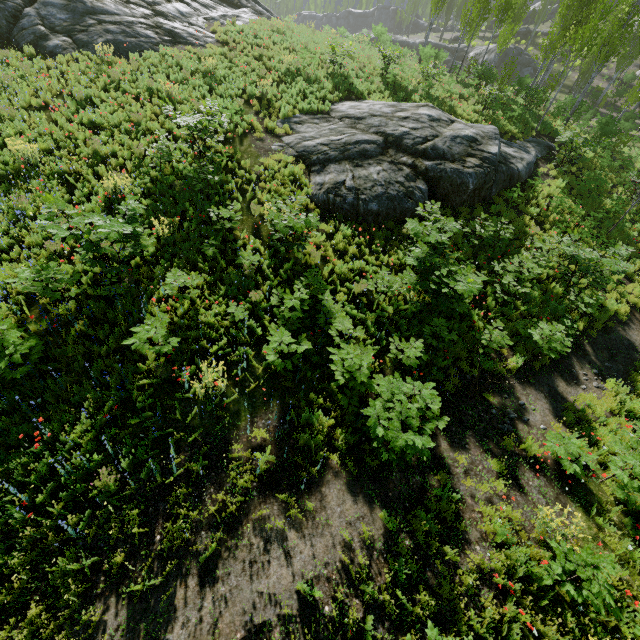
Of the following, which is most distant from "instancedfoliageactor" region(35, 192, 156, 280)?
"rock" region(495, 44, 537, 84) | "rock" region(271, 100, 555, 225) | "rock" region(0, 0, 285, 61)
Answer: "rock" region(0, 0, 285, 61)

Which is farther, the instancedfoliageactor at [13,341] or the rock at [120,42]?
the rock at [120,42]

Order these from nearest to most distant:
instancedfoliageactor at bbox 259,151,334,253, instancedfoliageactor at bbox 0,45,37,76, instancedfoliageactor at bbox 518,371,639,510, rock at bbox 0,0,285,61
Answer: instancedfoliageactor at bbox 518,371,639,510 < instancedfoliageactor at bbox 259,151,334,253 < instancedfoliageactor at bbox 0,45,37,76 < rock at bbox 0,0,285,61

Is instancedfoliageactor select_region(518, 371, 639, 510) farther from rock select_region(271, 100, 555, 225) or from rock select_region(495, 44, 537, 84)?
rock select_region(271, 100, 555, 225)

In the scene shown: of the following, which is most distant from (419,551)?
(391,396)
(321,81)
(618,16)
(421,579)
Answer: (618,16)

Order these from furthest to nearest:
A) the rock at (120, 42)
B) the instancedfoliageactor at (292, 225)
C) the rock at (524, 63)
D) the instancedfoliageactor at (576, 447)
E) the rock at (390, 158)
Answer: the rock at (524, 63) → the rock at (120, 42) → the rock at (390, 158) → the instancedfoliageactor at (292, 225) → the instancedfoliageactor at (576, 447)

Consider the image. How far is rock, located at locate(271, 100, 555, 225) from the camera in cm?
1165

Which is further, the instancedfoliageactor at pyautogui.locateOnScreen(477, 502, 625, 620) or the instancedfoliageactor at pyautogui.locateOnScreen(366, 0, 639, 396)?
the instancedfoliageactor at pyautogui.locateOnScreen(366, 0, 639, 396)
